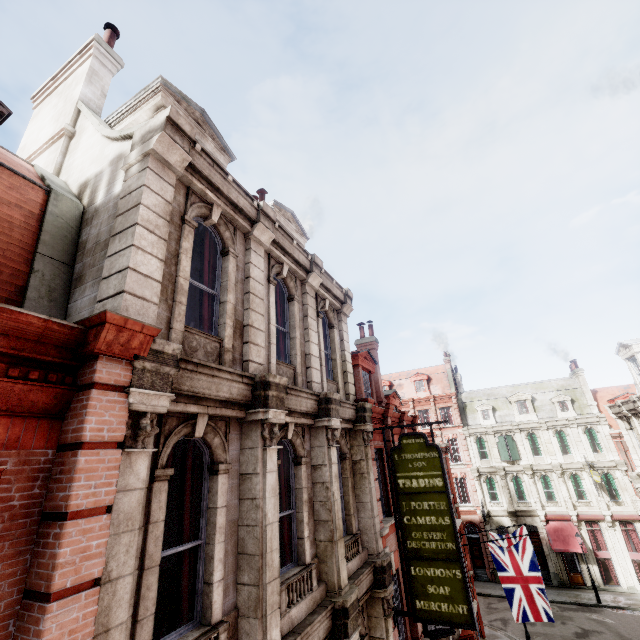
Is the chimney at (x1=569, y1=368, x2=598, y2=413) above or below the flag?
above

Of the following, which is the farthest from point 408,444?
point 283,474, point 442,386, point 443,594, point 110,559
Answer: point 442,386

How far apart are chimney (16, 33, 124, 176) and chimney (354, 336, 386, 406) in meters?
15.0

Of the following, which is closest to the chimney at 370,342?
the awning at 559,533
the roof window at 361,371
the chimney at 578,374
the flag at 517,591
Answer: the roof window at 361,371

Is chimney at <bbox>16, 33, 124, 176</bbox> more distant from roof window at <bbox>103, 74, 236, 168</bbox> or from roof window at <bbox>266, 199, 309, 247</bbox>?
roof window at <bbox>266, 199, 309, 247</bbox>

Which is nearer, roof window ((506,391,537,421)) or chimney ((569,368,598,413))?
chimney ((569,368,598,413))

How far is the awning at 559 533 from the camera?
27.92m

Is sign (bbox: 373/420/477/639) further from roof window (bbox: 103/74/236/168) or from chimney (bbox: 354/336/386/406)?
roof window (bbox: 103/74/236/168)
